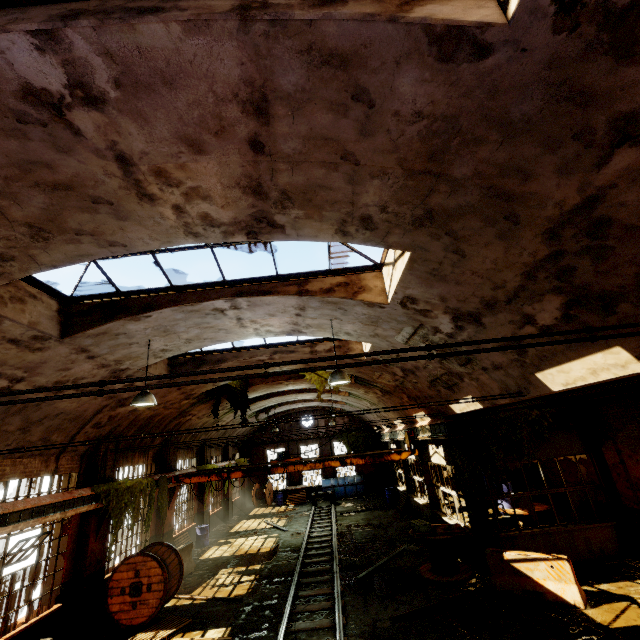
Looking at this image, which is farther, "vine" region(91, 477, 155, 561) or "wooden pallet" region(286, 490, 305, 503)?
"wooden pallet" region(286, 490, 305, 503)

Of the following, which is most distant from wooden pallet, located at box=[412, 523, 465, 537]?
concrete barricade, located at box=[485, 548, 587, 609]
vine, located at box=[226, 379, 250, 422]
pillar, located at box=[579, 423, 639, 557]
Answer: vine, located at box=[226, 379, 250, 422]

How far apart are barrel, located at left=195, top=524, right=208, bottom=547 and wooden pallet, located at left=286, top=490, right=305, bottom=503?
10.13m

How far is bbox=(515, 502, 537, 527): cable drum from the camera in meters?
12.5 m

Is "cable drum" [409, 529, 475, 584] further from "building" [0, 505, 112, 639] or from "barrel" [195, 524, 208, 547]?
"barrel" [195, 524, 208, 547]

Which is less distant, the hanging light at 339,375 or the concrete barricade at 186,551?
the hanging light at 339,375

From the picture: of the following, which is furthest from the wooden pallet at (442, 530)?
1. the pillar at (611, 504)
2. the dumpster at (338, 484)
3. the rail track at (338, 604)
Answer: the dumpster at (338, 484)

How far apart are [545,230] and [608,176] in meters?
0.8 m
